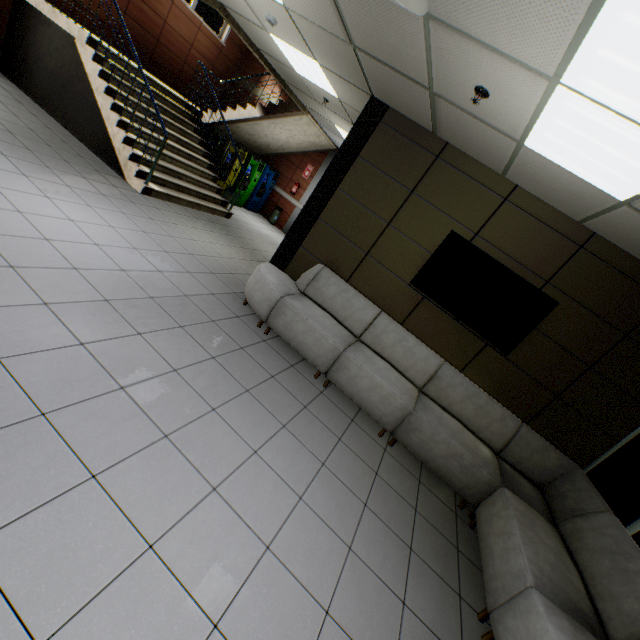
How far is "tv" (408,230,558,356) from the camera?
3.9 meters

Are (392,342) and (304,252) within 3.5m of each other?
yes

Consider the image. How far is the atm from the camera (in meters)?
9.59

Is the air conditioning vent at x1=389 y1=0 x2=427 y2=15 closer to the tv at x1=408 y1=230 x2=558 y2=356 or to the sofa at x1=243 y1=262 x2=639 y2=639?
the tv at x1=408 y1=230 x2=558 y2=356

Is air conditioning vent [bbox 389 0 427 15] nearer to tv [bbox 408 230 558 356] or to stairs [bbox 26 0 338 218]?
tv [bbox 408 230 558 356]

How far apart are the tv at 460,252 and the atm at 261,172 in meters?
7.5 m

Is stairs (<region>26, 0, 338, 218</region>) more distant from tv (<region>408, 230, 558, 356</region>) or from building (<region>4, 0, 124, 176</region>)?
tv (<region>408, 230, 558, 356</region>)

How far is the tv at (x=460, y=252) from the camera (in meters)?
3.86
